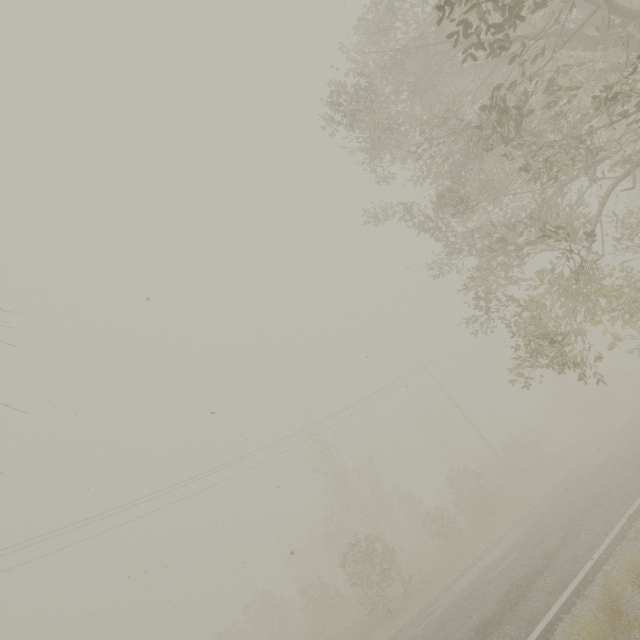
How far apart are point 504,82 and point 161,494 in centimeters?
2499cm

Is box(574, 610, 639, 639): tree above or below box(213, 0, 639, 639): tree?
below

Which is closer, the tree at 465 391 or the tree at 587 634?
the tree at 587 634

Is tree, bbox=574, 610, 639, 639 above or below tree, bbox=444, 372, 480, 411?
below

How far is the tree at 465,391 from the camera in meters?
57.4 m

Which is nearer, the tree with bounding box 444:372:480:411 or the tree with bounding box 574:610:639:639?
the tree with bounding box 574:610:639:639

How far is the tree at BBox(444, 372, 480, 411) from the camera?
57.38m
